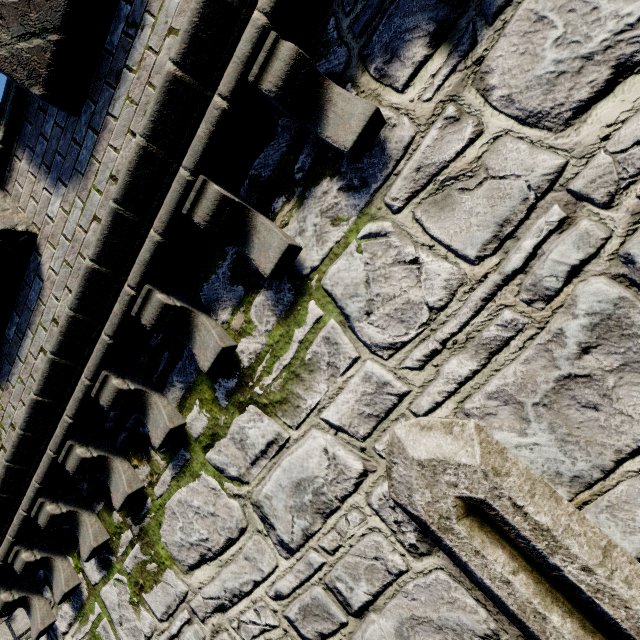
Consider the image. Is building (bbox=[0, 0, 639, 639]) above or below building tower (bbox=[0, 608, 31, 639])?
below

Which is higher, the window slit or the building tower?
the building tower

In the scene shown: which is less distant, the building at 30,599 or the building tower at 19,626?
the building at 30,599

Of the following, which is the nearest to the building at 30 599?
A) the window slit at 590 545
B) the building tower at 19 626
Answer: the window slit at 590 545

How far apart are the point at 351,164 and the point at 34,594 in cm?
668

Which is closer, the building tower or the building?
the building

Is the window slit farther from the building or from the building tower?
the building tower

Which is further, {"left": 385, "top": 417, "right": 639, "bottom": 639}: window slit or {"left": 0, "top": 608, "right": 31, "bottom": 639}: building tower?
{"left": 0, "top": 608, "right": 31, "bottom": 639}: building tower
